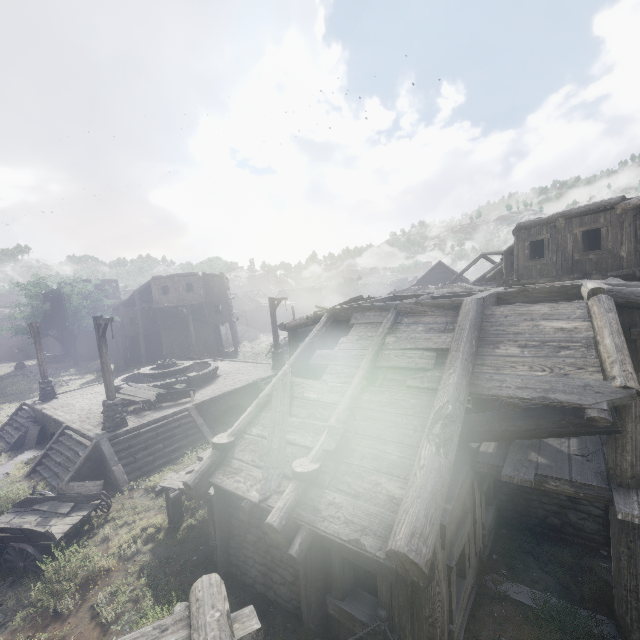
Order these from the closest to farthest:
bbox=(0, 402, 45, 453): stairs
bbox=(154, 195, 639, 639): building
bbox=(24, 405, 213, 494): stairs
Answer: bbox=(154, 195, 639, 639): building
bbox=(24, 405, 213, 494): stairs
bbox=(0, 402, 45, 453): stairs

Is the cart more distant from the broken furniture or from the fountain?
the fountain

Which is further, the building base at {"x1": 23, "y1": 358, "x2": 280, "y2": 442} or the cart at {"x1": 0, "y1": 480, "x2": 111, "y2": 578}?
the building base at {"x1": 23, "y1": 358, "x2": 280, "y2": 442}

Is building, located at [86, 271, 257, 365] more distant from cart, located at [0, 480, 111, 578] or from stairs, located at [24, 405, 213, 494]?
stairs, located at [24, 405, 213, 494]

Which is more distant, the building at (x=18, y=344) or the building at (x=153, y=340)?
the building at (x=18, y=344)

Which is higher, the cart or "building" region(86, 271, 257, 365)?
"building" region(86, 271, 257, 365)

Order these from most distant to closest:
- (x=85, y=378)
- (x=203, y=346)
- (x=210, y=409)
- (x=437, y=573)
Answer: (x=203, y=346) < (x=85, y=378) < (x=210, y=409) < (x=437, y=573)

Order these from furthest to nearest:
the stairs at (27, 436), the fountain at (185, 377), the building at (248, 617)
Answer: the fountain at (185, 377), the stairs at (27, 436), the building at (248, 617)
